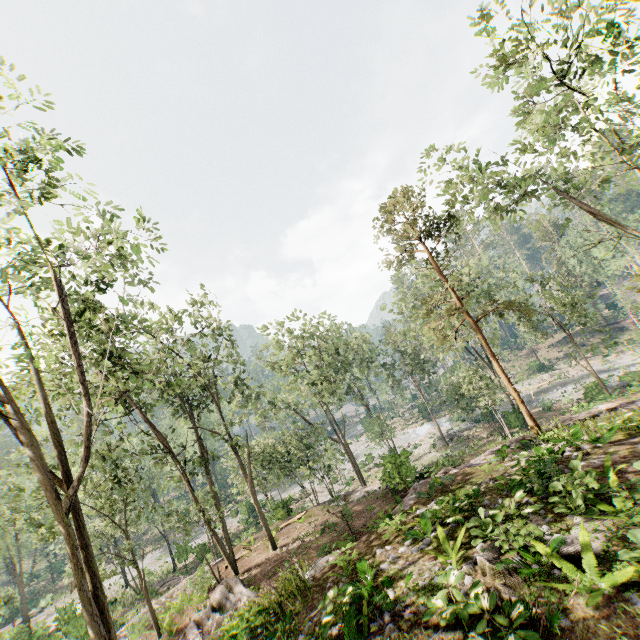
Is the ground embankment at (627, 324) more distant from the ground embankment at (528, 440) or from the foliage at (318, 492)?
the ground embankment at (528, 440)

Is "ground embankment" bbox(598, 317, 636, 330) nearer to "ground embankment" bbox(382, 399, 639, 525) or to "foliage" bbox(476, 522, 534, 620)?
"foliage" bbox(476, 522, 534, 620)

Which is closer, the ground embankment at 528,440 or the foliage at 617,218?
the ground embankment at 528,440

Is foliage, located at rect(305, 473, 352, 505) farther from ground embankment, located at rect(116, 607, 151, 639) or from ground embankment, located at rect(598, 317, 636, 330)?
ground embankment, located at rect(116, 607, 151, 639)

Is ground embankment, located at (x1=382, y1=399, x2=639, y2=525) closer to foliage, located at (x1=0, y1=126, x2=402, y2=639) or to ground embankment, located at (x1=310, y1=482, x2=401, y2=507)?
foliage, located at (x1=0, y1=126, x2=402, y2=639)

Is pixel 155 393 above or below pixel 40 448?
above

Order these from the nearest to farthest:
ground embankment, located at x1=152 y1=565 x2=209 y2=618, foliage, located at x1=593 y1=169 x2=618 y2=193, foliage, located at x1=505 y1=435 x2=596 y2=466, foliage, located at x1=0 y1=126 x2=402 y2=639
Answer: foliage, located at x1=0 y1=126 x2=402 y2=639 → foliage, located at x1=505 y1=435 x2=596 y2=466 → foliage, located at x1=593 y1=169 x2=618 y2=193 → ground embankment, located at x1=152 y1=565 x2=209 y2=618

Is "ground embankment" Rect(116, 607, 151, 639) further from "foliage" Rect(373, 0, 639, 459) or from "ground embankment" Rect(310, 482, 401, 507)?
"ground embankment" Rect(310, 482, 401, 507)
